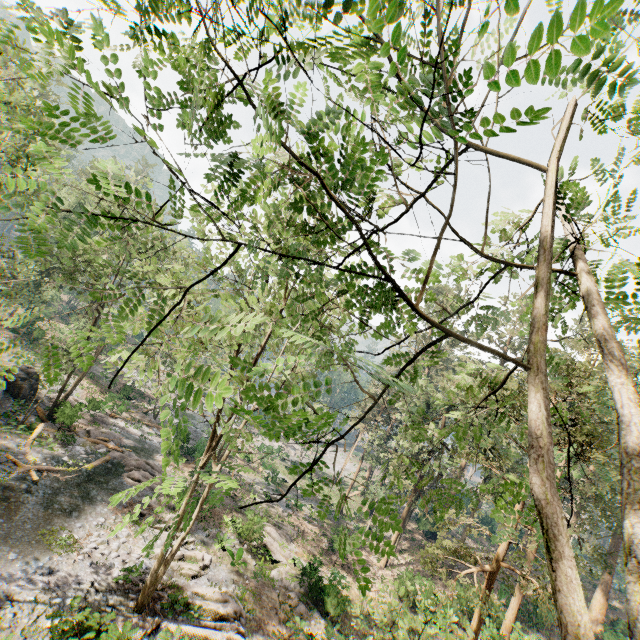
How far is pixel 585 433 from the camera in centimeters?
1304cm

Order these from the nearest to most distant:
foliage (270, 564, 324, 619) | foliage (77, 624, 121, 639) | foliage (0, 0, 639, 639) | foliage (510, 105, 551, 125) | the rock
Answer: foliage (510, 105, 551, 125) < foliage (0, 0, 639, 639) < foliage (77, 624, 121, 639) < foliage (270, 564, 324, 619) < the rock

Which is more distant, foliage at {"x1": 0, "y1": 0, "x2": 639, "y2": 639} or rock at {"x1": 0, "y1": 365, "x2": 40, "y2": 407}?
rock at {"x1": 0, "y1": 365, "x2": 40, "y2": 407}

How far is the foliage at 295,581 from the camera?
19.28m

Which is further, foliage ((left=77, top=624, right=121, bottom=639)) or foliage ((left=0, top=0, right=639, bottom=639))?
foliage ((left=77, top=624, right=121, bottom=639))

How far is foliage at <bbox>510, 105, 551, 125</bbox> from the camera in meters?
1.3
